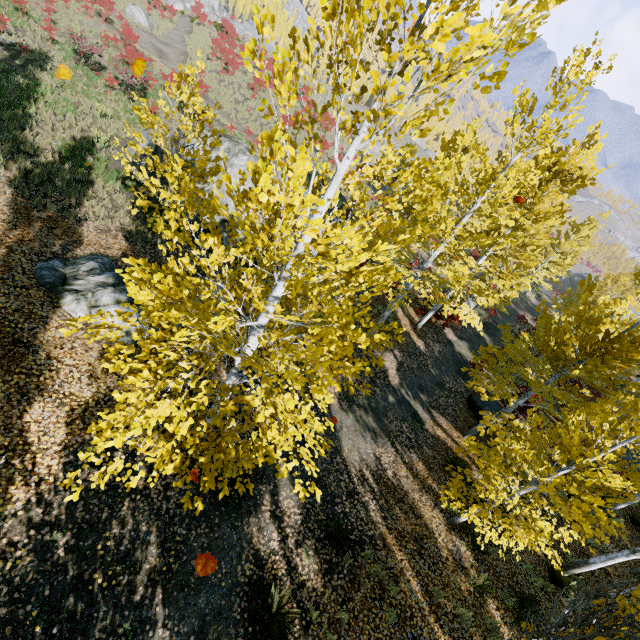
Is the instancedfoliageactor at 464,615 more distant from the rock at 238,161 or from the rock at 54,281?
the rock at 54,281

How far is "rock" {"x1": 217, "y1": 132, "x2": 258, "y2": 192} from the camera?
14.13m

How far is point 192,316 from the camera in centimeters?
339cm

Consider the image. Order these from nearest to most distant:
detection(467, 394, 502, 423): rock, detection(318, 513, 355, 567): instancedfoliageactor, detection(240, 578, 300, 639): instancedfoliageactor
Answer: detection(240, 578, 300, 639): instancedfoliageactor
detection(318, 513, 355, 567): instancedfoliageactor
detection(467, 394, 502, 423): rock

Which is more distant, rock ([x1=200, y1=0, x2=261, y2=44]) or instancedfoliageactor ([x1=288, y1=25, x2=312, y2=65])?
rock ([x1=200, y1=0, x2=261, y2=44])

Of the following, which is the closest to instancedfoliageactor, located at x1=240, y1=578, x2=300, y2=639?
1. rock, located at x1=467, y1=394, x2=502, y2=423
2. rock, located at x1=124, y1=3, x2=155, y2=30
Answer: rock, located at x1=467, y1=394, x2=502, y2=423

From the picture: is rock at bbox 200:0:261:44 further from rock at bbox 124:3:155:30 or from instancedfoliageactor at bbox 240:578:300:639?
rock at bbox 124:3:155:30

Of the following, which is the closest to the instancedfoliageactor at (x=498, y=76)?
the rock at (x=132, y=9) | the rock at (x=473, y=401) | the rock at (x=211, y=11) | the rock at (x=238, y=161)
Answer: the rock at (x=238, y=161)
